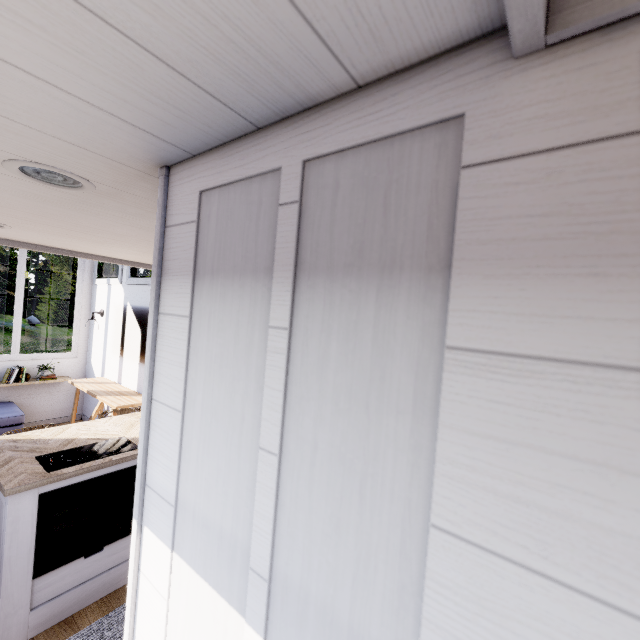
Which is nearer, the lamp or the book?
the lamp

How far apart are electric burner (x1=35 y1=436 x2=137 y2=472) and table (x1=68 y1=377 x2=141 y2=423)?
1.41m

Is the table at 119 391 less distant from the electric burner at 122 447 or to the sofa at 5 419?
the sofa at 5 419

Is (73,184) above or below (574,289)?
above

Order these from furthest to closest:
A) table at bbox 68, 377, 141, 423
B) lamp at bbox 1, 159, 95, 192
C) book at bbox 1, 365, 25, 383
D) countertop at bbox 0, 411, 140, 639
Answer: book at bbox 1, 365, 25, 383, table at bbox 68, 377, 141, 423, countertop at bbox 0, 411, 140, 639, lamp at bbox 1, 159, 95, 192

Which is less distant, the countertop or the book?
the countertop

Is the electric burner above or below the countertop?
above

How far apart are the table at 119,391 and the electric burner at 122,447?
1.4 meters
